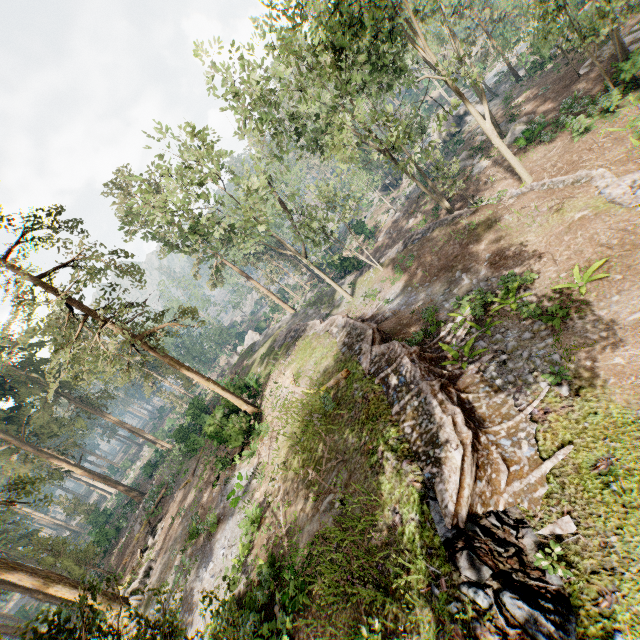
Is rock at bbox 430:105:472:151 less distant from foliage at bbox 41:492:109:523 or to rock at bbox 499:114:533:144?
foliage at bbox 41:492:109:523

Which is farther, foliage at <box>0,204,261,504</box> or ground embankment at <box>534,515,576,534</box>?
foliage at <box>0,204,261,504</box>

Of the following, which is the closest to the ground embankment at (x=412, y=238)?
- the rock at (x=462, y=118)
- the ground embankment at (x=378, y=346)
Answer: the ground embankment at (x=378, y=346)

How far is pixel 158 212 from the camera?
24.5m

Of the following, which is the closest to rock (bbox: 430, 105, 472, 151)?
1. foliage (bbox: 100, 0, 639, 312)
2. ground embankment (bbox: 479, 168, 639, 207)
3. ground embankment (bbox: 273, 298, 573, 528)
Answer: foliage (bbox: 100, 0, 639, 312)

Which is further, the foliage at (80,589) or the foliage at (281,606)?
the foliage at (281,606)

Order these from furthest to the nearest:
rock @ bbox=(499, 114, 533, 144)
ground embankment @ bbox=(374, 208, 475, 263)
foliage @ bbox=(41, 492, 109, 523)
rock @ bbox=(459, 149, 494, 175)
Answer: foliage @ bbox=(41, 492, 109, 523) < rock @ bbox=(459, 149, 494, 175) < rock @ bbox=(499, 114, 533, 144) < ground embankment @ bbox=(374, 208, 475, 263)

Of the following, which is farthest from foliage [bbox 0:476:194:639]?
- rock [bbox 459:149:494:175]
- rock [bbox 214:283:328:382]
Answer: rock [bbox 459:149:494:175]
